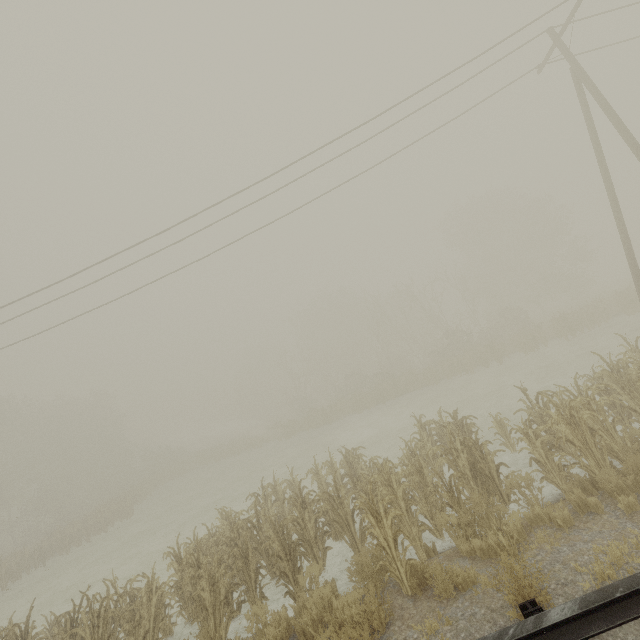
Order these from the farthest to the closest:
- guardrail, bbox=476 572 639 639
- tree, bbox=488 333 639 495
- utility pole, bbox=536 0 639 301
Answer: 1. utility pole, bbox=536 0 639 301
2. tree, bbox=488 333 639 495
3. guardrail, bbox=476 572 639 639

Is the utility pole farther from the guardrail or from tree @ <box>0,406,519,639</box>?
tree @ <box>0,406,519,639</box>

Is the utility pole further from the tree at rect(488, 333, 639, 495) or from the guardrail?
the guardrail

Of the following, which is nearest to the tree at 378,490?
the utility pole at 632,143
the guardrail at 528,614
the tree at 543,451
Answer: the tree at 543,451

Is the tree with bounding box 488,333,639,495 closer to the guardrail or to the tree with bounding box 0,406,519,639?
the guardrail

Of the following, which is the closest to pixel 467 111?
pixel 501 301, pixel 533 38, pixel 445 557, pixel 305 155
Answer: pixel 533 38

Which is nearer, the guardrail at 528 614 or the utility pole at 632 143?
the guardrail at 528 614
